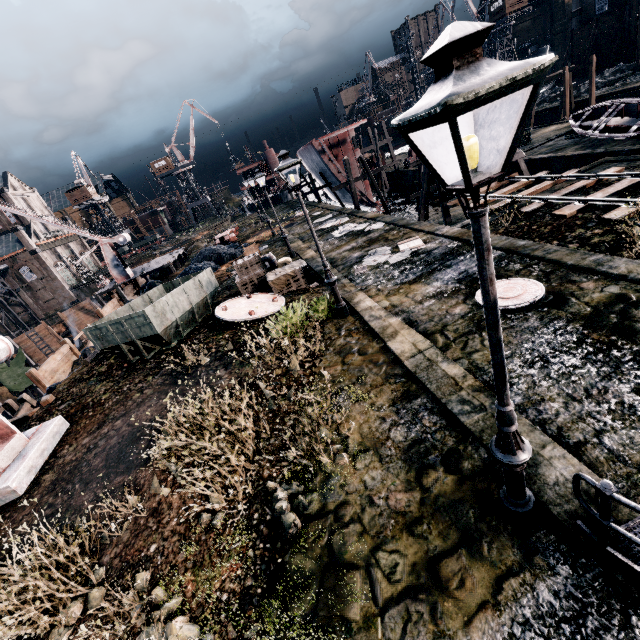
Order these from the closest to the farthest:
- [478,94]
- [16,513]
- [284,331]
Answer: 1. [478,94]
2. [16,513]
3. [284,331]

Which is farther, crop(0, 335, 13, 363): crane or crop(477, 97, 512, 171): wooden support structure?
crop(477, 97, 512, 171): wooden support structure

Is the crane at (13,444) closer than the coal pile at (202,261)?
Yes

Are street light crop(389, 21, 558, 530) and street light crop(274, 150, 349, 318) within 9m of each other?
yes

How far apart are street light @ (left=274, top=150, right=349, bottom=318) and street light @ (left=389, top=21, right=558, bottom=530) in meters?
7.5 m

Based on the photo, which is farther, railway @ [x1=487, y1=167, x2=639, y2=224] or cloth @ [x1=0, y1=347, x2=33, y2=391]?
cloth @ [x1=0, y1=347, x2=33, y2=391]

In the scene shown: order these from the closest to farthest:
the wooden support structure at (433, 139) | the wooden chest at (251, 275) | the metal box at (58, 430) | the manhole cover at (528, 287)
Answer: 1. the manhole cover at (528, 287)
2. the metal box at (58, 430)
3. the wooden chest at (251, 275)
4. the wooden support structure at (433, 139)

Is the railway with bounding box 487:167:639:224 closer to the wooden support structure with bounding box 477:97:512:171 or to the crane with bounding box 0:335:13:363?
the wooden support structure with bounding box 477:97:512:171
